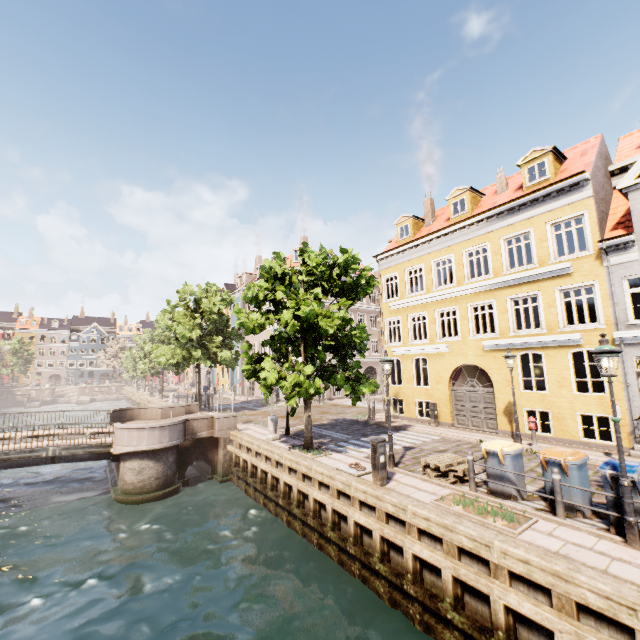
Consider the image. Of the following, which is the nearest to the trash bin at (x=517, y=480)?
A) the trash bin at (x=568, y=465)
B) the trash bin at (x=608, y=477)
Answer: the trash bin at (x=568, y=465)

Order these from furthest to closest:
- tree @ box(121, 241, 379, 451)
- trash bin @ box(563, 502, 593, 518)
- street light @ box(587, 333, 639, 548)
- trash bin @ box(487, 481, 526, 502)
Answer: tree @ box(121, 241, 379, 451)
trash bin @ box(487, 481, 526, 502)
trash bin @ box(563, 502, 593, 518)
street light @ box(587, 333, 639, 548)

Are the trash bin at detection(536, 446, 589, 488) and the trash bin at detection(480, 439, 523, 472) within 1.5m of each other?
yes

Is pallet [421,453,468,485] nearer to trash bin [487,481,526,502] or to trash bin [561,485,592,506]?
trash bin [487,481,526,502]

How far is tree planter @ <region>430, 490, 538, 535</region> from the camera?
6.6 meters

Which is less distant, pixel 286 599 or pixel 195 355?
pixel 286 599

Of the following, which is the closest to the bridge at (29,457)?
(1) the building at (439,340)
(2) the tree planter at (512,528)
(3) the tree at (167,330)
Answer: (3) the tree at (167,330)

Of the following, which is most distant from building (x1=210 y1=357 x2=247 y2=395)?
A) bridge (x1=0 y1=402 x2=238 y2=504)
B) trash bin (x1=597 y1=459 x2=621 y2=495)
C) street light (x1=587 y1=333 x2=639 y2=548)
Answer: trash bin (x1=597 y1=459 x2=621 y2=495)
